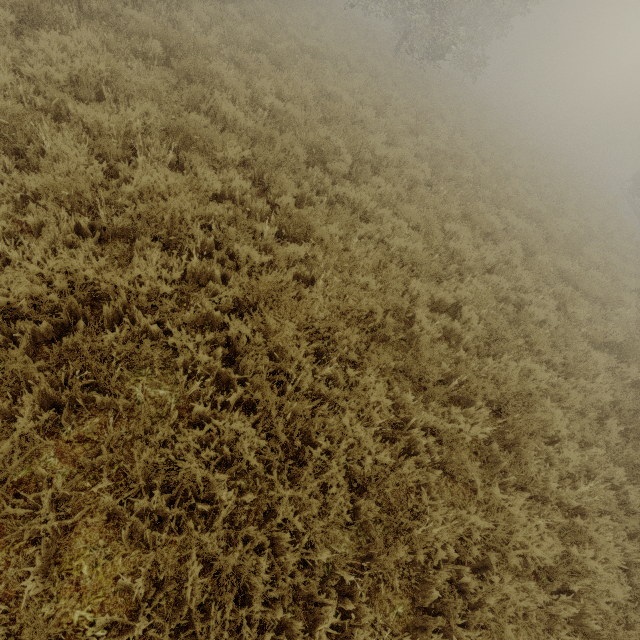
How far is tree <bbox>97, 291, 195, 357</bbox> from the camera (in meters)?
2.93

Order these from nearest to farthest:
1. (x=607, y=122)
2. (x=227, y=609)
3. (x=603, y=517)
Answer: (x=227, y=609), (x=603, y=517), (x=607, y=122)

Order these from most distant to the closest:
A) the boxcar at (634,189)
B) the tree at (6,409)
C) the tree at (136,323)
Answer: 1. the boxcar at (634,189)
2. the tree at (136,323)
3. the tree at (6,409)

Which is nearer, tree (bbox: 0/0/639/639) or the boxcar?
tree (bbox: 0/0/639/639)

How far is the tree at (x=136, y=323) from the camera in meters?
2.9 m

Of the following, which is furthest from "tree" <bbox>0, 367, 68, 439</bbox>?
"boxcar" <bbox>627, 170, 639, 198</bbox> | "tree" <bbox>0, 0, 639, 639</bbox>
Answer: "boxcar" <bbox>627, 170, 639, 198</bbox>

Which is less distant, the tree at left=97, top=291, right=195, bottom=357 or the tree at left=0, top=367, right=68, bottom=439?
the tree at left=0, top=367, right=68, bottom=439

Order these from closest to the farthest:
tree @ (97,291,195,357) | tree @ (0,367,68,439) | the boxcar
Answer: tree @ (0,367,68,439)
tree @ (97,291,195,357)
the boxcar
